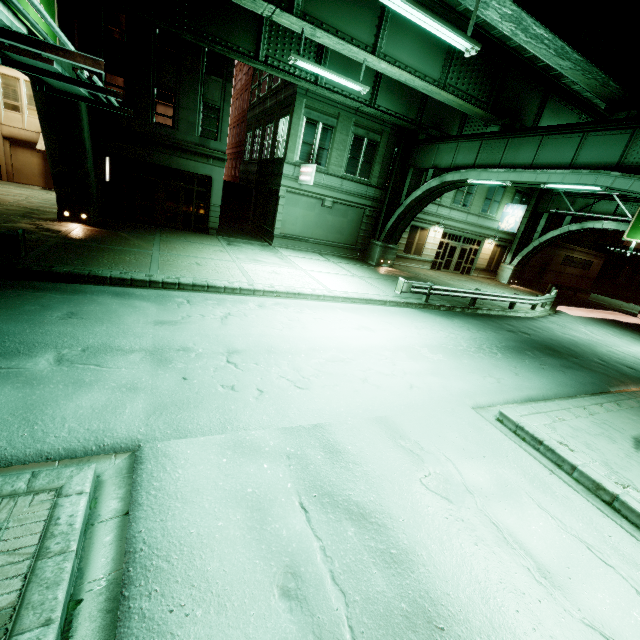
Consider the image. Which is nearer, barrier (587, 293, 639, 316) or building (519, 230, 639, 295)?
barrier (587, 293, 639, 316)

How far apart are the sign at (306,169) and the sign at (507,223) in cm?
1979

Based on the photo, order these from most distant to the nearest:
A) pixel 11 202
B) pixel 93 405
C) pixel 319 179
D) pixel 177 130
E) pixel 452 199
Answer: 1. pixel 452 199
2. pixel 319 179
3. pixel 177 130
4. pixel 11 202
5. pixel 93 405

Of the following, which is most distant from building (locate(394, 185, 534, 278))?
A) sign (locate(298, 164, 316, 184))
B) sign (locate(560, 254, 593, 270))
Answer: sign (locate(560, 254, 593, 270))

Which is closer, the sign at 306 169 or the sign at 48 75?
the sign at 48 75

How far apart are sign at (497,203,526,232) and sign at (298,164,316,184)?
19.8m

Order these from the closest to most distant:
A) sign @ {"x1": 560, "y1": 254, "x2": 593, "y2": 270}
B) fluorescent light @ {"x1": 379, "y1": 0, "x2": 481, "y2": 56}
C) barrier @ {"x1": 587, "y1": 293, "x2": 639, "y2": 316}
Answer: fluorescent light @ {"x1": 379, "y1": 0, "x2": 481, "y2": 56}
barrier @ {"x1": 587, "y1": 293, "x2": 639, "y2": 316}
sign @ {"x1": 560, "y1": 254, "x2": 593, "y2": 270}

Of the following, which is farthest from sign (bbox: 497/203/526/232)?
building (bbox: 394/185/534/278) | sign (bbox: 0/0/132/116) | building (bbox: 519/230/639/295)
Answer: sign (bbox: 0/0/132/116)
